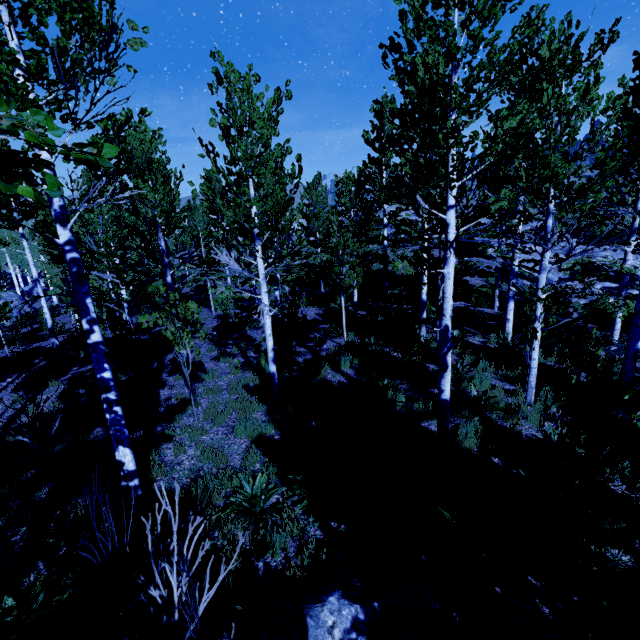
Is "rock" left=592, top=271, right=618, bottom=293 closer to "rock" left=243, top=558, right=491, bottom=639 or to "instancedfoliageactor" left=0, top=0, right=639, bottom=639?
"instancedfoliageactor" left=0, top=0, right=639, bottom=639

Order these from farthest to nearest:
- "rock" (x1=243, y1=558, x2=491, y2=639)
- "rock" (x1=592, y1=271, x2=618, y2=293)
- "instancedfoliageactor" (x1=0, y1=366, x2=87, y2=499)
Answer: "rock" (x1=592, y1=271, x2=618, y2=293), "instancedfoliageactor" (x1=0, y1=366, x2=87, y2=499), "rock" (x1=243, y1=558, x2=491, y2=639)

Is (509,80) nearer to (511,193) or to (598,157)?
(511,193)

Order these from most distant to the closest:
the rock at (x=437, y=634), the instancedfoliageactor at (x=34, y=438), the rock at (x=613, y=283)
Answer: A:
the rock at (x=613, y=283)
the instancedfoliageactor at (x=34, y=438)
the rock at (x=437, y=634)

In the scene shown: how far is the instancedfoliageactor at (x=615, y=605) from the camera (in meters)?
3.25

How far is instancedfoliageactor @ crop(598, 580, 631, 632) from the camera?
3.2m

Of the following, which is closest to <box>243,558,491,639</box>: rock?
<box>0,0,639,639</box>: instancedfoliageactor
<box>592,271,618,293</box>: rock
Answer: <box>0,0,639,639</box>: instancedfoliageactor

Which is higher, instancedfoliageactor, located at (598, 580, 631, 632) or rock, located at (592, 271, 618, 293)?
rock, located at (592, 271, 618, 293)
